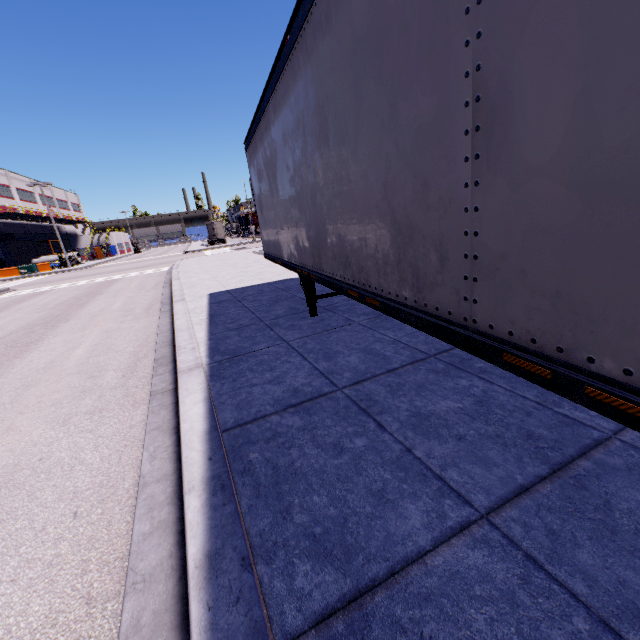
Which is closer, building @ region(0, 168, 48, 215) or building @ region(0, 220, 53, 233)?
building @ region(0, 220, 53, 233)

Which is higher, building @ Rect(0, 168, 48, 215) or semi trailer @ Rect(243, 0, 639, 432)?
building @ Rect(0, 168, 48, 215)

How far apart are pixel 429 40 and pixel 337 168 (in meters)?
1.47

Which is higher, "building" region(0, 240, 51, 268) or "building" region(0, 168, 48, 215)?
Result: "building" region(0, 168, 48, 215)

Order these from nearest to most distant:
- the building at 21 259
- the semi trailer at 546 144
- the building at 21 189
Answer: the semi trailer at 546 144 → the building at 21 259 → the building at 21 189

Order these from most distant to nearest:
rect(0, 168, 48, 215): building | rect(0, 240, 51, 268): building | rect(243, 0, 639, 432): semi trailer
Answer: rect(0, 168, 48, 215): building
rect(0, 240, 51, 268): building
rect(243, 0, 639, 432): semi trailer

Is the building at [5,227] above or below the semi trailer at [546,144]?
above
